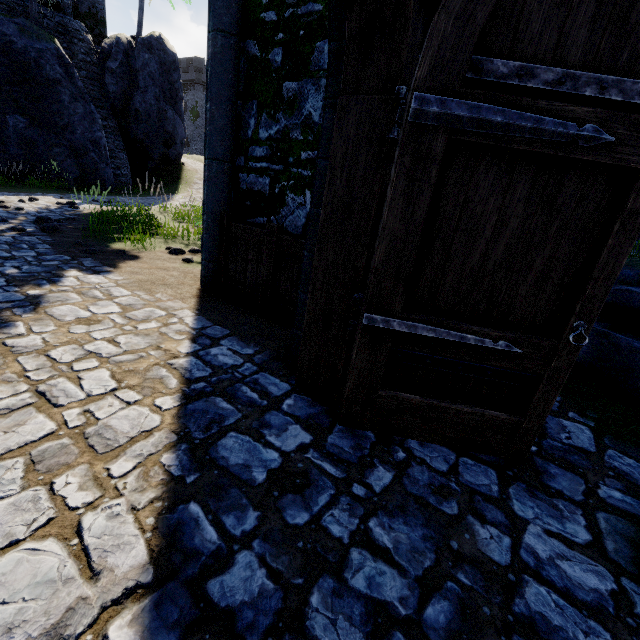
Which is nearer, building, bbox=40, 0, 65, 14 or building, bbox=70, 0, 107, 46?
building, bbox=40, 0, 65, 14

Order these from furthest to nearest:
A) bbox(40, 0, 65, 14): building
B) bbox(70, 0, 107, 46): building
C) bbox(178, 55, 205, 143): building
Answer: bbox(178, 55, 205, 143): building
bbox(70, 0, 107, 46): building
bbox(40, 0, 65, 14): building

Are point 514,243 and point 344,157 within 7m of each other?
yes

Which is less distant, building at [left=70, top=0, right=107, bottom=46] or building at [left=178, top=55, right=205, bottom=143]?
building at [left=70, top=0, right=107, bottom=46]

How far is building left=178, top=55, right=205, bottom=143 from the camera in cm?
4744

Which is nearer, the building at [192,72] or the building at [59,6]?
the building at [59,6]

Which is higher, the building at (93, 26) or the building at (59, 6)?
the building at (93, 26)
